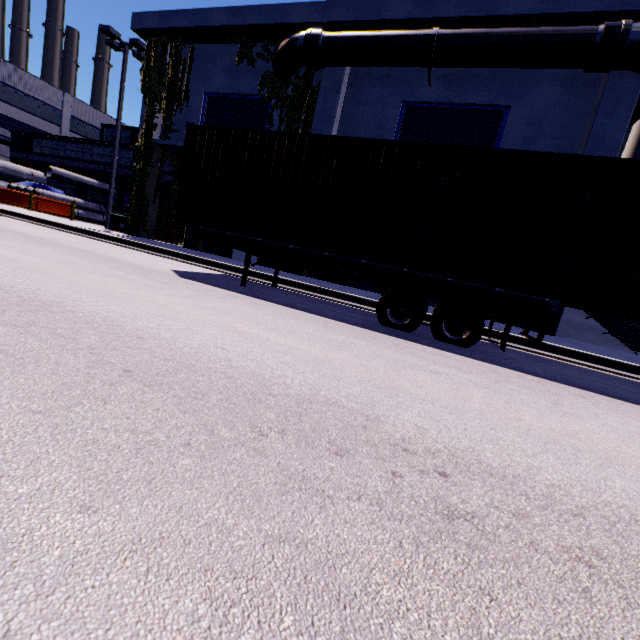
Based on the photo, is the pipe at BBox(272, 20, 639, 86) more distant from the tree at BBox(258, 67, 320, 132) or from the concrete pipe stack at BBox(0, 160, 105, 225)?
the concrete pipe stack at BBox(0, 160, 105, 225)

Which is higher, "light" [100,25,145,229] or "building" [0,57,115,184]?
"light" [100,25,145,229]

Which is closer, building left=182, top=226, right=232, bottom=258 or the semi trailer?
the semi trailer

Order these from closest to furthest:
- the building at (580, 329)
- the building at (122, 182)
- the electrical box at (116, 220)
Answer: the building at (580, 329) → the electrical box at (116, 220) → the building at (122, 182)

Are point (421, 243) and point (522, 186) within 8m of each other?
yes

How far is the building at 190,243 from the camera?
16.3m

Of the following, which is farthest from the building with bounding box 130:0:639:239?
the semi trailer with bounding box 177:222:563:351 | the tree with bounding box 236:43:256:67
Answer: the semi trailer with bounding box 177:222:563:351

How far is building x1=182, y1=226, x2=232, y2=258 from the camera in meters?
16.3 m
